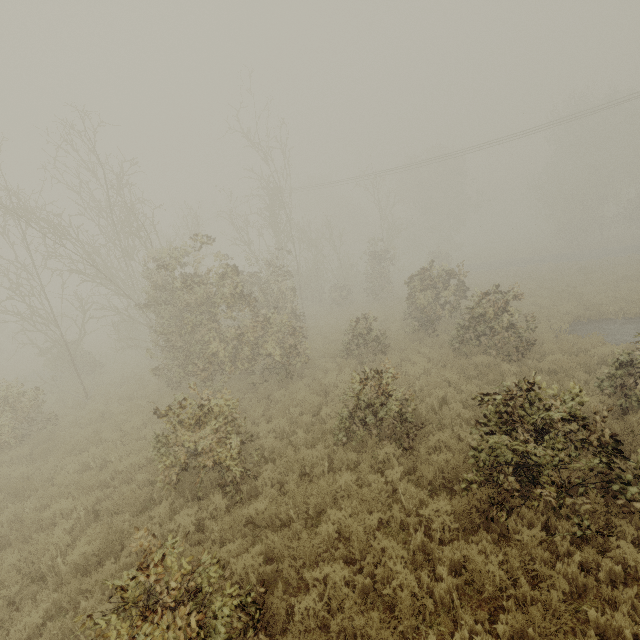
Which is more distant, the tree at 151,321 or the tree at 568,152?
the tree at 568,152

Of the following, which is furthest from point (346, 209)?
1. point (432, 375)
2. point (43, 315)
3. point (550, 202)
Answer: point (432, 375)

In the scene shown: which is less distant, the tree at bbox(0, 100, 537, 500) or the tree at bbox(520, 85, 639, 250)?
the tree at bbox(0, 100, 537, 500)
